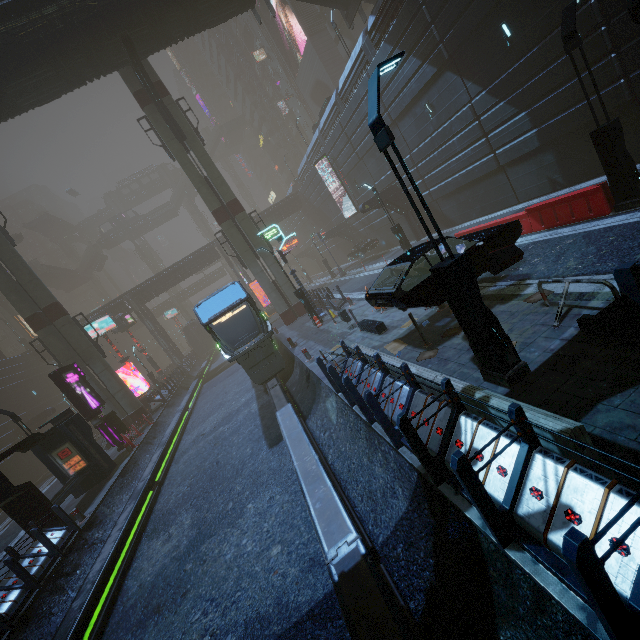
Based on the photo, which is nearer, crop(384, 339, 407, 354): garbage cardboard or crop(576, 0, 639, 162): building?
crop(384, 339, 407, 354): garbage cardboard

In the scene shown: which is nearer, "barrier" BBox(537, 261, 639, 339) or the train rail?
the train rail

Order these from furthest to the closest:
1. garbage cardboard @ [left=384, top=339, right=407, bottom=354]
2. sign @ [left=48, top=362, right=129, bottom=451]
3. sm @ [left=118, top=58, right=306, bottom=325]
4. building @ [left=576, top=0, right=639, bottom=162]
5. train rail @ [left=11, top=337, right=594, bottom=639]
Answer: sm @ [left=118, top=58, right=306, bottom=325] → sign @ [left=48, top=362, right=129, bottom=451] → building @ [left=576, top=0, right=639, bottom=162] → garbage cardboard @ [left=384, top=339, right=407, bottom=354] → train rail @ [left=11, top=337, right=594, bottom=639]

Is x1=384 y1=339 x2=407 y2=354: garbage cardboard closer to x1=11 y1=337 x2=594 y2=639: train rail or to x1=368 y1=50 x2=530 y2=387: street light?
x1=11 y1=337 x2=594 y2=639: train rail

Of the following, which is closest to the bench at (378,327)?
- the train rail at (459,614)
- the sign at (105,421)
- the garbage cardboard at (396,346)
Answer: the garbage cardboard at (396,346)

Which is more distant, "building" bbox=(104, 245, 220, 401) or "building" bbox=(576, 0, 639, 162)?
"building" bbox=(104, 245, 220, 401)

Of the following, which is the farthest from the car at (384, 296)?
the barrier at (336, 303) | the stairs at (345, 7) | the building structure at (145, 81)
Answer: the stairs at (345, 7)

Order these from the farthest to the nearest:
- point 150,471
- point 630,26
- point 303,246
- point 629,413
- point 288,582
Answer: point 303,246, point 150,471, point 630,26, point 288,582, point 629,413
